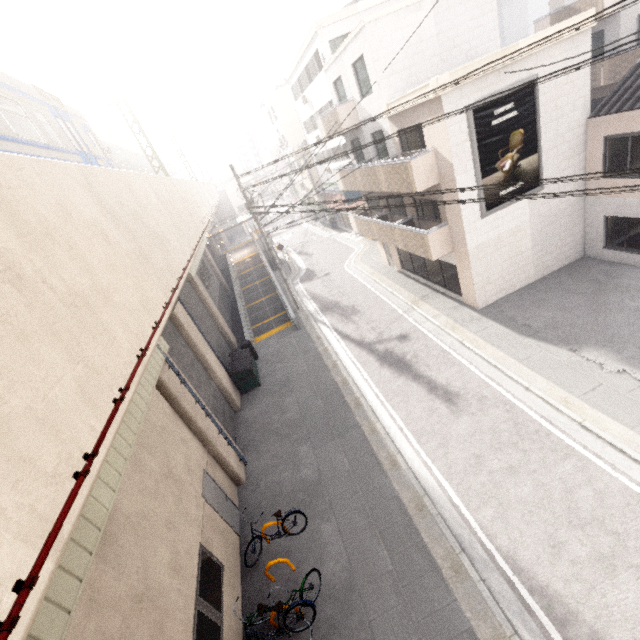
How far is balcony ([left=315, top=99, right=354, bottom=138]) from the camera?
16.28m

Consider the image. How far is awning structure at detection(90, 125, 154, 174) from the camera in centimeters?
2198cm

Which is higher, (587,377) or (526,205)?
(526,205)

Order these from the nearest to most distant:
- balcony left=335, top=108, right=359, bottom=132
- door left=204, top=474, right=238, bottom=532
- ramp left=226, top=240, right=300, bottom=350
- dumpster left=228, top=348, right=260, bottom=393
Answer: door left=204, top=474, right=238, bottom=532 → dumpster left=228, top=348, right=260, bottom=393 → balcony left=335, top=108, right=359, bottom=132 → ramp left=226, top=240, right=300, bottom=350

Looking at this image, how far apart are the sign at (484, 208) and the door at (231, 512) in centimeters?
1341cm

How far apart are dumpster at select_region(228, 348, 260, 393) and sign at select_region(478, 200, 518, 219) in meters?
11.8 m

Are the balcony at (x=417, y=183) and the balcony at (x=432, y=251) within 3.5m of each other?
yes
